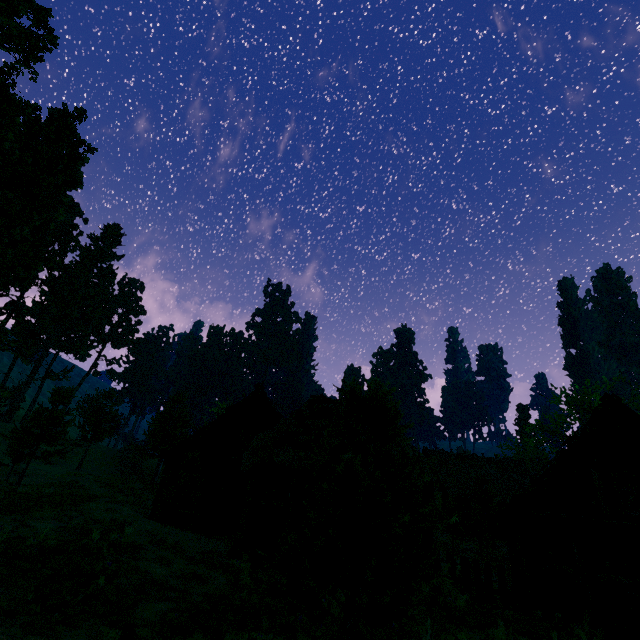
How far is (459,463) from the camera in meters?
36.8 m

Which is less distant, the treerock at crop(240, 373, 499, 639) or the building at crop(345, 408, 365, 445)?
the treerock at crop(240, 373, 499, 639)

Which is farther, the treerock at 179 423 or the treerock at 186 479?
the treerock at 179 423

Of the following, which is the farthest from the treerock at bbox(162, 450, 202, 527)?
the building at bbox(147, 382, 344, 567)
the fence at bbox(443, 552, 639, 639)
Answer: the fence at bbox(443, 552, 639, 639)

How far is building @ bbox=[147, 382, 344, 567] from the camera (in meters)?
11.59

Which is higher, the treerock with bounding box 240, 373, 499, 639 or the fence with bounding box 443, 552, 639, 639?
the treerock with bounding box 240, 373, 499, 639

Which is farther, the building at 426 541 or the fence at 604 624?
the building at 426 541
